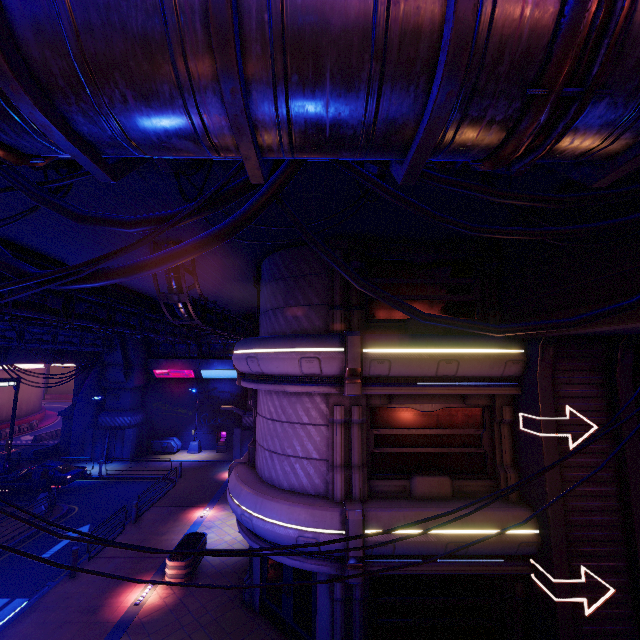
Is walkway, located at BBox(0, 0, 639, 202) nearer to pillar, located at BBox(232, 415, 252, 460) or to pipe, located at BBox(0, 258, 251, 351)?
pipe, located at BBox(0, 258, 251, 351)

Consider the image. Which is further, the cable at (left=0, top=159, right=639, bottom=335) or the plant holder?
the plant holder

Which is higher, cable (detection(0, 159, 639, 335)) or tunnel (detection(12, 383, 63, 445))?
cable (detection(0, 159, 639, 335))

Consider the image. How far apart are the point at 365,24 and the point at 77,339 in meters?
28.1 m

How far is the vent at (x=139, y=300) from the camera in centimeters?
1581cm

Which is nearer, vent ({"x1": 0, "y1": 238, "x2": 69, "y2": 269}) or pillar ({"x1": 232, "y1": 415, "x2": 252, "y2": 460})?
vent ({"x1": 0, "y1": 238, "x2": 69, "y2": 269})

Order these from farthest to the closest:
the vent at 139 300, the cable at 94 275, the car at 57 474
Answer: the car at 57 474 → the vent at 139 300 → the cable at 94 275

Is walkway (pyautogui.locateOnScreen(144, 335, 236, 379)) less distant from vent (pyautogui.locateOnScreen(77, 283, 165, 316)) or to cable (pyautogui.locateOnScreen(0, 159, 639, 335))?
vent (pyautogui.locateOnScreen(77, 283, 165, 316))
